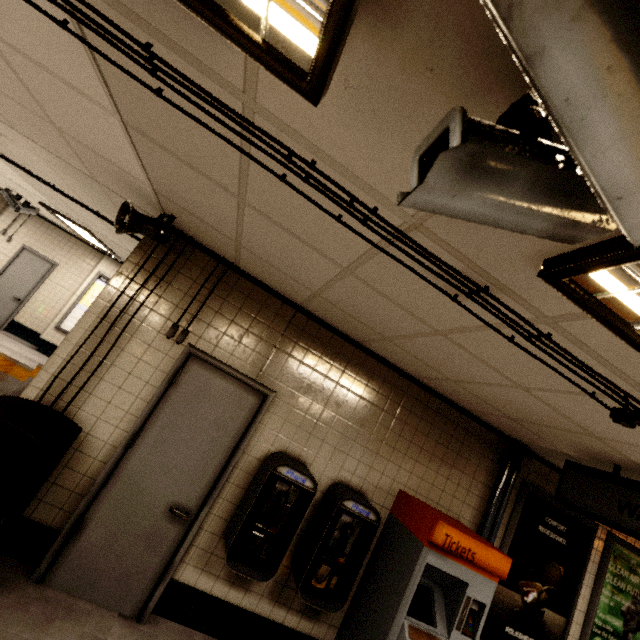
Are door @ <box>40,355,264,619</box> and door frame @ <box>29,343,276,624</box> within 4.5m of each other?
yes

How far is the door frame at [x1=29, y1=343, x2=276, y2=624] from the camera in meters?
2.6

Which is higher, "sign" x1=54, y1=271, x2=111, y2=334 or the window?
the window

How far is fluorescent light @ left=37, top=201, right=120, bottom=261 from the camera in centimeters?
623cm

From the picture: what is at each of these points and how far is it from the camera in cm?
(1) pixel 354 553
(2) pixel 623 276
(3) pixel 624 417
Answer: (1) payphone, 304
(2) fluorescent light, 96
(3) exterior wiring, 177

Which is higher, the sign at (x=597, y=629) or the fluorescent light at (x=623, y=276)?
the fluorescent light at (x=623, y=276)

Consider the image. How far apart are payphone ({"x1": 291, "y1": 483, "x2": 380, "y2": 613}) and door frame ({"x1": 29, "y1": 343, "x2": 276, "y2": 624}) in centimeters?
94cm

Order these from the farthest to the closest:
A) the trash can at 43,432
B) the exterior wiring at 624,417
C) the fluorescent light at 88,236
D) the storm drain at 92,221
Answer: the fluorescent light at 88,236, the storm drain at 92,221, the trash can at 43,432, the exterior wiring at 624,417
